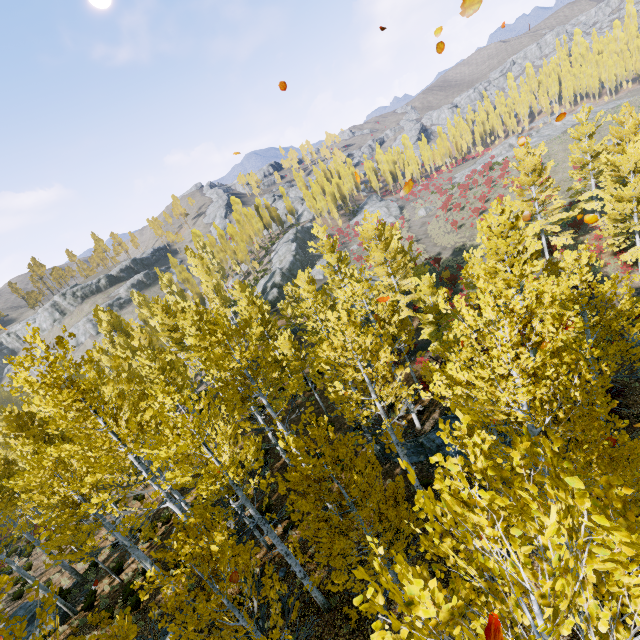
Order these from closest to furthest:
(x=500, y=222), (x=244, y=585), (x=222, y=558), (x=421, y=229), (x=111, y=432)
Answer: (x=222, y=558) → (x=244, y=585) → (x=111, y=432) → (x=500, y=222) → (x=421, y=229)

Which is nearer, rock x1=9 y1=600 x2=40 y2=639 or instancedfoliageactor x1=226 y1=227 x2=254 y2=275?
rock x1=9 y1=600 x2=40 y2=639

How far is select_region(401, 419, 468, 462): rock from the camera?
15.22m

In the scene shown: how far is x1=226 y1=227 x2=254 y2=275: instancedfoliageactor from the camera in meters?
57.1

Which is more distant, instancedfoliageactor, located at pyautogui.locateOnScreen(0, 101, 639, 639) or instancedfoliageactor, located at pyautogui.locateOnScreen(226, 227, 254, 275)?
instancedfoliageactor, located at pyautogui.locateOnScreen(226, 227, 254, 275)

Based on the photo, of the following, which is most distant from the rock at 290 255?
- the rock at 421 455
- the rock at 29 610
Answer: the rock at 29 610

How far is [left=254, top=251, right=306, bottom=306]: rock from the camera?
48.28m

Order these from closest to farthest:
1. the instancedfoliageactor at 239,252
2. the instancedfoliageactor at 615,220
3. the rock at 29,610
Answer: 1. the instancedfoliageactor at 615,220
2. the rock at 29,610
3. the instancedfoliageactor at 239,252
